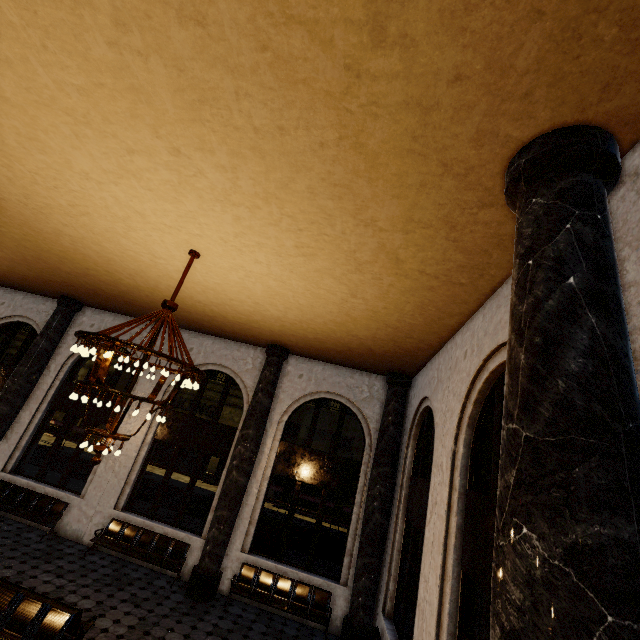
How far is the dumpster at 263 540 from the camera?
10.9m

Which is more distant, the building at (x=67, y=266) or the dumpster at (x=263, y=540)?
the dumpster at (x=263, y=540)

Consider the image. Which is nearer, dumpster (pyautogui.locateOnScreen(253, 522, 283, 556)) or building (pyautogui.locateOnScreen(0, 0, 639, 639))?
building (pyautogui.locateOnScreen(0, 0, 639, 639))

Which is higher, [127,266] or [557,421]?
[127,266]

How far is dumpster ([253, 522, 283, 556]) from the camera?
10.9 meters
